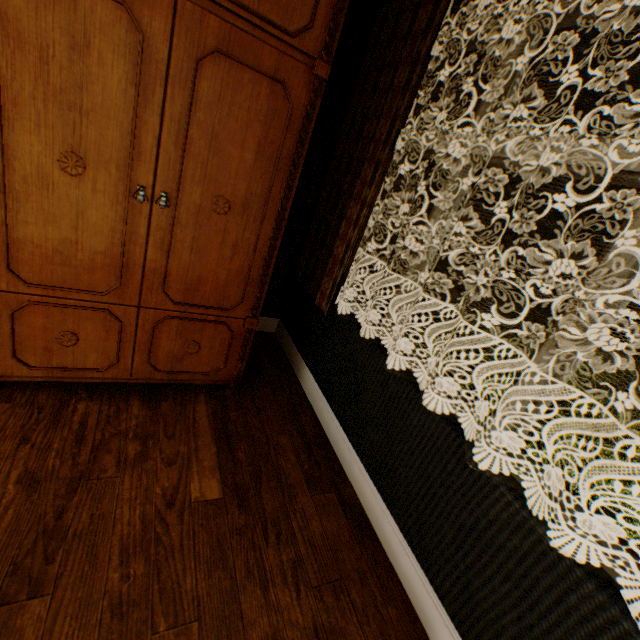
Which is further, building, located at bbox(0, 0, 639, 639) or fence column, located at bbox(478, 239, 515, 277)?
fence column, located at bbox(478, 239, 515, 277)

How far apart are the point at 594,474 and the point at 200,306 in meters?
4.6

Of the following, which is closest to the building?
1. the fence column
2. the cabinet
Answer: the cabinet

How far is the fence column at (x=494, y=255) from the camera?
18.34m

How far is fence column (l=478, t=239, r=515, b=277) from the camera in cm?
1834

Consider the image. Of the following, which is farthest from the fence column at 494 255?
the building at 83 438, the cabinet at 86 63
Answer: the cabinet at 86 63

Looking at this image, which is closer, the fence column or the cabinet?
the cabinet
